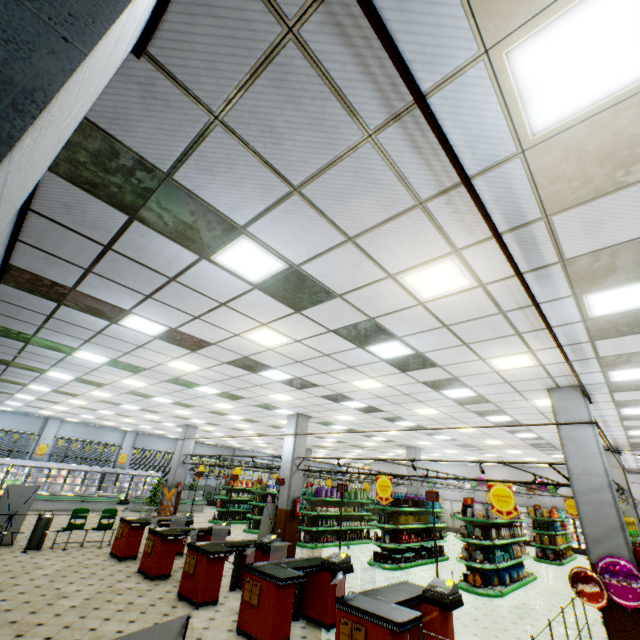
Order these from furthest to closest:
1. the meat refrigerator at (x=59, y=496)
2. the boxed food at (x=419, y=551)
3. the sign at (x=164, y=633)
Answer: the meat refrigerator at (x=59, y=496) < the boxed food at (x=419, y=551) < the sign at (x=164, y=633)

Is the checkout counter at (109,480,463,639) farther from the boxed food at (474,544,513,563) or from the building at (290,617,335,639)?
the boxed food at (474,544,513,563)

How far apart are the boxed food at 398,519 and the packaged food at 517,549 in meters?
2.9 m

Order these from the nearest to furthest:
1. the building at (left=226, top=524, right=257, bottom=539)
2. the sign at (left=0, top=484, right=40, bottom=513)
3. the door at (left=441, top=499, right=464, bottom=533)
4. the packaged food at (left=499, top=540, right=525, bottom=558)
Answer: the sign at (left=0, top=484, right=40, bottom=513), the packaged food at (left=499, top=540, right=525, bottom=558), the building at (left=226, top=524, right=257, bottom=539), the door at (left=441, top=499, right=464, bottom=533)

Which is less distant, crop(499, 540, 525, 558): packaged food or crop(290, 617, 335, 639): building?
crop(290, 617, 335, 639): building

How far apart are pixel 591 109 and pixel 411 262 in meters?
2.0 m

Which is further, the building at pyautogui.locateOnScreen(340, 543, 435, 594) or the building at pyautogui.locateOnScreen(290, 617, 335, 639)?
the building at pyautogui.locateOnScreen(340, 543, 435, 594)

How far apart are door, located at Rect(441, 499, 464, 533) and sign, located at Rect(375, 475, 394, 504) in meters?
20.8
